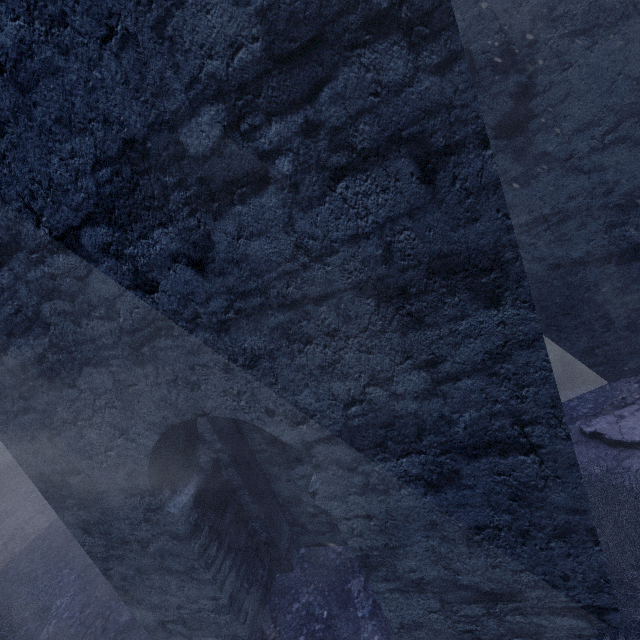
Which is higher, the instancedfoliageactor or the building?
the building

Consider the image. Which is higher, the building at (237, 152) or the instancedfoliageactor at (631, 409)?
the building at (237, 152)

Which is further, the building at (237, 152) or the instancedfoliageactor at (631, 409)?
the instancedfoliageactor at (631, 409)

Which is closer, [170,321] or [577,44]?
[170,321]

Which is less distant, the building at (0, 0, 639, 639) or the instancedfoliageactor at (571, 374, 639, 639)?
the building at (0, 0, 639, 639)
